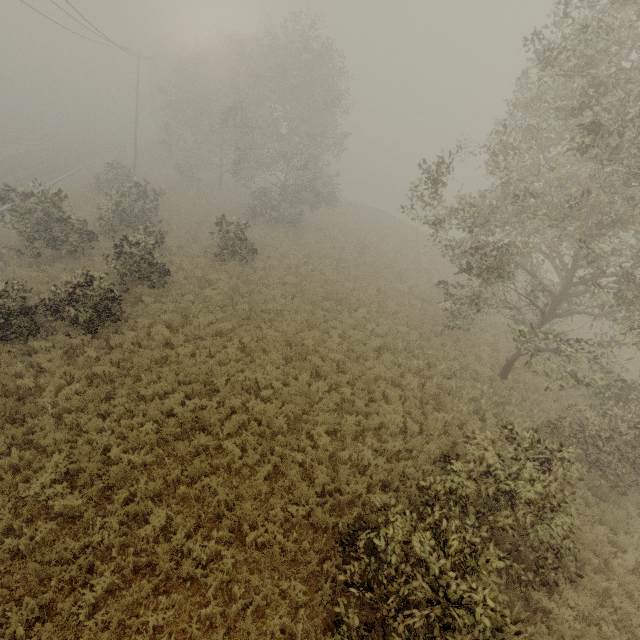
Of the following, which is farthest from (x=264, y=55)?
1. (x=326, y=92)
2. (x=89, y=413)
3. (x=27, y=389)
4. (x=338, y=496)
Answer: (x=338, y=496)
